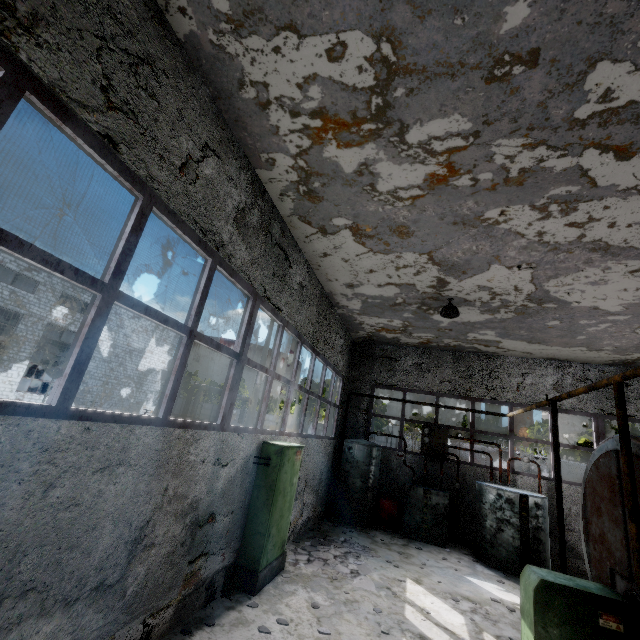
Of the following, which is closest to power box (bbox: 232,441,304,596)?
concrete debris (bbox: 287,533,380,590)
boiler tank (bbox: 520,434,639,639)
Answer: concrete debris (bbox: 287,533,380,590)

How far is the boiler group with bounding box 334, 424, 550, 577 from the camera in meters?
9.2

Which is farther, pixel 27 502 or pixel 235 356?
pixel 235 356

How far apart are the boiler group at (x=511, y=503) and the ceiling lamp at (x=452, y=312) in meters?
5.2

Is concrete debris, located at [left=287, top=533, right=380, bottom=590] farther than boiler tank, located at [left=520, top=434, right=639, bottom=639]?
Yes

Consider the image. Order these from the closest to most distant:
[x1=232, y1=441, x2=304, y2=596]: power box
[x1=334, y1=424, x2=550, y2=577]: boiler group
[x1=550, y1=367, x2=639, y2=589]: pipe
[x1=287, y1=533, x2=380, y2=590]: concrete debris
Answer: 1. [x1=550, y1=367, x2=639, y2=589]: pipe
2. [x1=232, y1=441, x2=304, y2=596]: power box
3. [x1=287, y1=533, x2=380, y2=590]: concrete debris
4. [x1=334, y1=424, x2=550, y2=577]: boiler group

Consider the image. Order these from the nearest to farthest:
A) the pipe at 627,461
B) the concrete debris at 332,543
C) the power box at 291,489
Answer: the pipe at 627,461 < the power box at 291,489 < the concrete debris at 332,543

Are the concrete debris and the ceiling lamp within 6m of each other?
no
